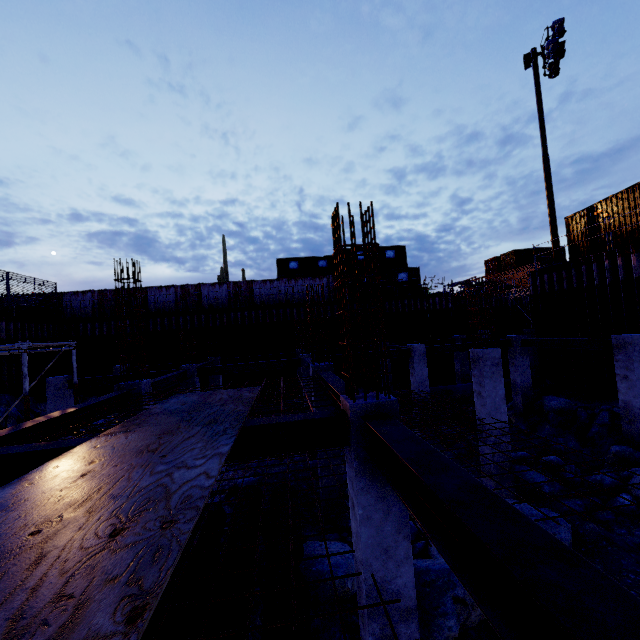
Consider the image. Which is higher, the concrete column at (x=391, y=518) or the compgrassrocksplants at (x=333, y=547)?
the concrete column at (x=391, y=518)

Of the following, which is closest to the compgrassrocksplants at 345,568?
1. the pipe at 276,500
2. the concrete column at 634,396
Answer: the pipe at 276,500

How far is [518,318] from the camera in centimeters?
2989cm

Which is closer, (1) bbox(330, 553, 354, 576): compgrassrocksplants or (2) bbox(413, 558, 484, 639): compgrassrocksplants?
(2) bbox(413, 558, 484, 639): compgrassrocksplants

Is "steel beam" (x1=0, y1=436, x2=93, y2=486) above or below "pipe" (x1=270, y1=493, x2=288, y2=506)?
above

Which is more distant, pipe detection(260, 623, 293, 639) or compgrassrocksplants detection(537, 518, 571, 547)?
compgrassrocksplants detection(537, 518, 571, 547)

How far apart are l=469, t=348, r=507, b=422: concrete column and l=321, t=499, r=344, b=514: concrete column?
4.3m

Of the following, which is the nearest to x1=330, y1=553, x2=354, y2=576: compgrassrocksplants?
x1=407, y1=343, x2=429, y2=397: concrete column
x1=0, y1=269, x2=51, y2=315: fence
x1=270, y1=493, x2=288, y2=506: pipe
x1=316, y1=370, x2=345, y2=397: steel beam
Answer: x1=270, y1=493, x2=288, y2=506: pipe
